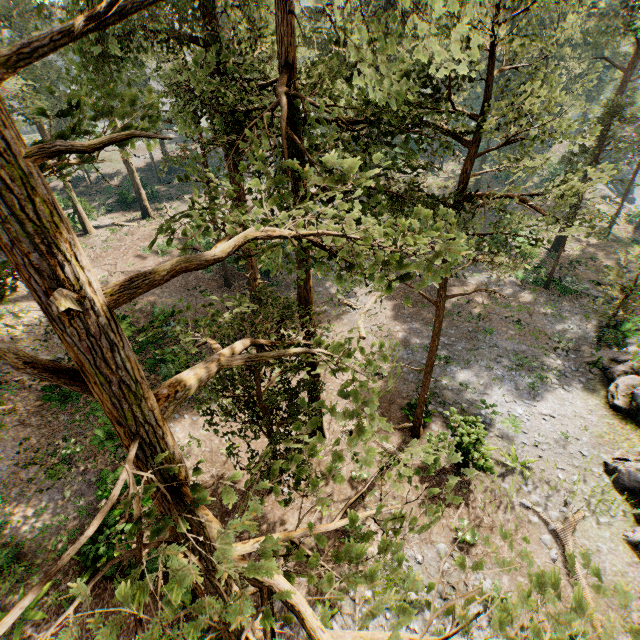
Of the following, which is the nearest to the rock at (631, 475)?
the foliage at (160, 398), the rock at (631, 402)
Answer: the rock at (631, 402)

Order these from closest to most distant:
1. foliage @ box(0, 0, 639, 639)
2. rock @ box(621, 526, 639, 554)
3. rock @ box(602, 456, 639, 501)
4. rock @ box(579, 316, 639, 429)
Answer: foliage @ box(0, 0, 639, 639) → rock @ box(621, 526, 639, 554) → rock @ box(602, 456, 639, 501) → rock @ box(579, 316, 639, 429)

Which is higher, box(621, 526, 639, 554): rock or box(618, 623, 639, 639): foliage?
box(618, 623, 639, 639): foliage

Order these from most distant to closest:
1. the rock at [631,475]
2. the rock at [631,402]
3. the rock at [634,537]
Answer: the rock at [631,402]
the rock at [631,475]
the rock at [634,537]

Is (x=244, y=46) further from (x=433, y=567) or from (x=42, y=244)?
(x=433, y=567)

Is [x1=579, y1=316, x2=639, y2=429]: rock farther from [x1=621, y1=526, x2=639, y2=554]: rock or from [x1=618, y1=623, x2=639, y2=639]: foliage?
[x1=618, y1=623, x2=639, y2=639]: foliage

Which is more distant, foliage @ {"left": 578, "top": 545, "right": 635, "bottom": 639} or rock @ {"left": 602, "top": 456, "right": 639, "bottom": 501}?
rock @ {"left": 602, "top": 456, "right": 639, "bottom": 501}
